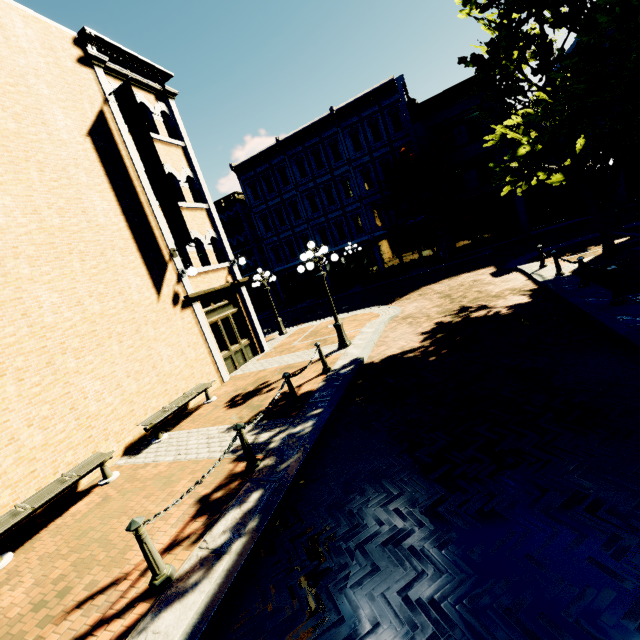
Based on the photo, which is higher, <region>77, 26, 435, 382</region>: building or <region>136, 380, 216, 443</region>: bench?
<region>77, 26, 435, 382</region>: building

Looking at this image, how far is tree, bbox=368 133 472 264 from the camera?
21.06m

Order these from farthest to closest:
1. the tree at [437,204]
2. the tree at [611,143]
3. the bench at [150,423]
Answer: the tree at [437,204] < the bench at [150,423] < the tree at [611,143]

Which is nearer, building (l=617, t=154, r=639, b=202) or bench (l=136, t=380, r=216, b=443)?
bench (l=136, t=380, r=216, b=443)

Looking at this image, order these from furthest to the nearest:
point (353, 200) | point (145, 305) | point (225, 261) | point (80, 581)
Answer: point (353, 200), point (225, 261), point (145, 305), point (80, 581)

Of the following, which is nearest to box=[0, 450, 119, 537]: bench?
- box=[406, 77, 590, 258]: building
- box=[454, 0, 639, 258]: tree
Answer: box=[454, 0, 639, 258]: tree

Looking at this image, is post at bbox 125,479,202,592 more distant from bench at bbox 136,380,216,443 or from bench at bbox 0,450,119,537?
bench at bbox 136,380,216,443

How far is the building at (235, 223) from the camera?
11.6 meters
